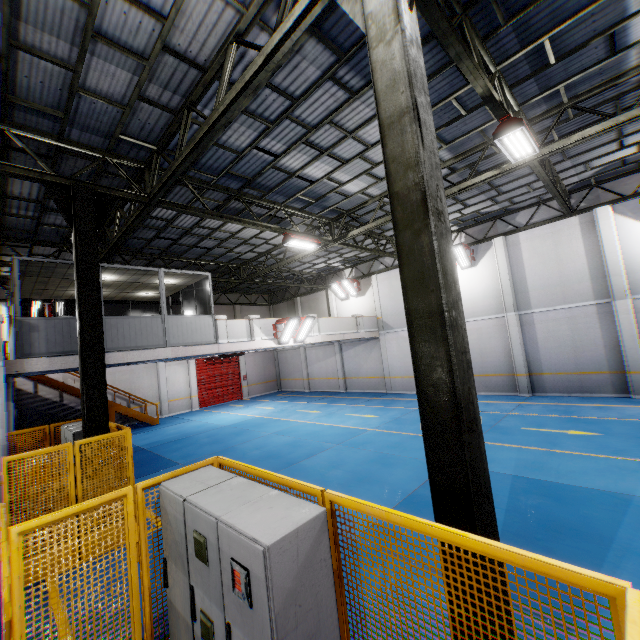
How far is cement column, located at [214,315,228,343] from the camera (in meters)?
13.38

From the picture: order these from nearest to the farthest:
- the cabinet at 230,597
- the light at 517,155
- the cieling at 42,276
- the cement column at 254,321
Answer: the cabinet at 230,597, the light at 517,155, the cieling at 42,276, the cement column at 254,321

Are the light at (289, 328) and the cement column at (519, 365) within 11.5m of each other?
yes

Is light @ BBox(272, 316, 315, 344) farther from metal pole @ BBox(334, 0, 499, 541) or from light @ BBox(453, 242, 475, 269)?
metal pole @ BBox(334, 0, 499, 541)

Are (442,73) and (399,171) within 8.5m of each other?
yes

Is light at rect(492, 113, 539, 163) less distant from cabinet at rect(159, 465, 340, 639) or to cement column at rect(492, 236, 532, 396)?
cabinet at rect(159, 465, 340, 639)

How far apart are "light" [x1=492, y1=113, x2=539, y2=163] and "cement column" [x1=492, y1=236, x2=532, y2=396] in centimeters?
879cm

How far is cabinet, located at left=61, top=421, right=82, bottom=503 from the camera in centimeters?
770cm
